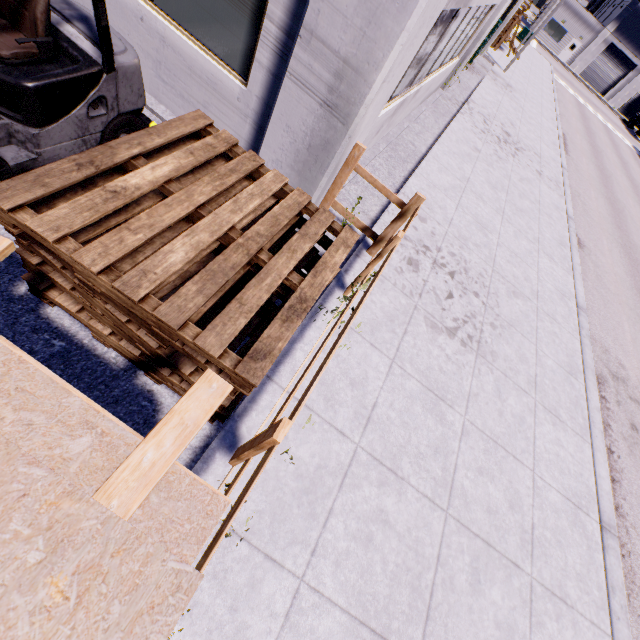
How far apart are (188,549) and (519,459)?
4.7 meters

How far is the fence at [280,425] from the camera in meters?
1.8 m

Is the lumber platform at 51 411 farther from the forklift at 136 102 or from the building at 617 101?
the building at 617 101

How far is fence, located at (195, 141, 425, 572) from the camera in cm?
177

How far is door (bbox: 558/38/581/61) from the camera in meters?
46.2

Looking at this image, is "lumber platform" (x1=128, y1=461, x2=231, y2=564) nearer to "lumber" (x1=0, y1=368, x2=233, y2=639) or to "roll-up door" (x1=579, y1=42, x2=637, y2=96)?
"lumber" (x1=0, y1=368, x2=233, y2=639)

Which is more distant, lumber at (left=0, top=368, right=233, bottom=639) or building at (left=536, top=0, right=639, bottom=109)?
building at (left=536, top=0, right=639, bottom=109)

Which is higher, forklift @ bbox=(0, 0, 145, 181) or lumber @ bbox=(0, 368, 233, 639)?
lumber @ bbox=(0, 368, 233, 639)
